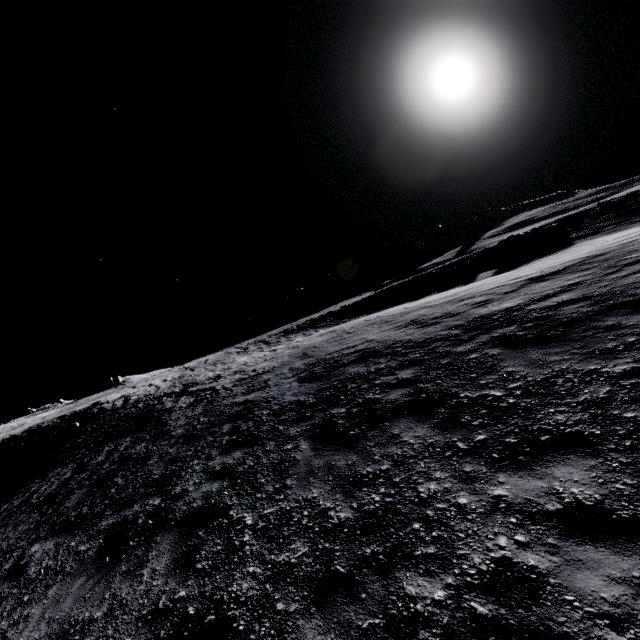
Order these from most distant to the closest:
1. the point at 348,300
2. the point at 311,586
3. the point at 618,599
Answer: the point at 348,300 → the point at 311,586 → the point at 618,599
